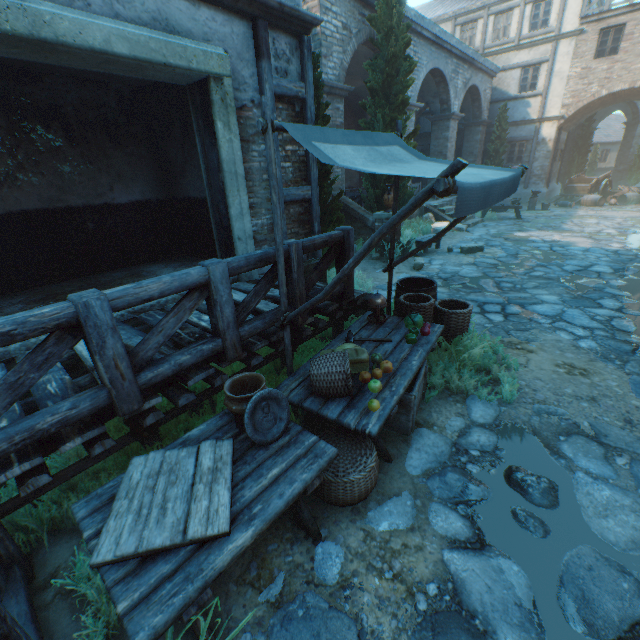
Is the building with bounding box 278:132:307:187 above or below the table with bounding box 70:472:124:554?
above

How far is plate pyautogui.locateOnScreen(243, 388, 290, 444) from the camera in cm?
241

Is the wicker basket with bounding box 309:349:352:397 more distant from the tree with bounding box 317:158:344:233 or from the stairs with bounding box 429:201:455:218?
the stairs with bounding box 429:201:455:218

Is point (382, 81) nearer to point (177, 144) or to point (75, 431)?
point (177, 144)

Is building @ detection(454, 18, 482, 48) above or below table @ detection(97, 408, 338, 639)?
above

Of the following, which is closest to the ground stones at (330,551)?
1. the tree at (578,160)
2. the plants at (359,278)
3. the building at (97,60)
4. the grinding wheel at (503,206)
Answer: the building at (97,60)

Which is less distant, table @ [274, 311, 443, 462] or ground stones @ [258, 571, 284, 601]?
ground stones @ [258, 571, 284, 601]

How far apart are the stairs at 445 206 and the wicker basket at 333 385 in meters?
13.8 m
